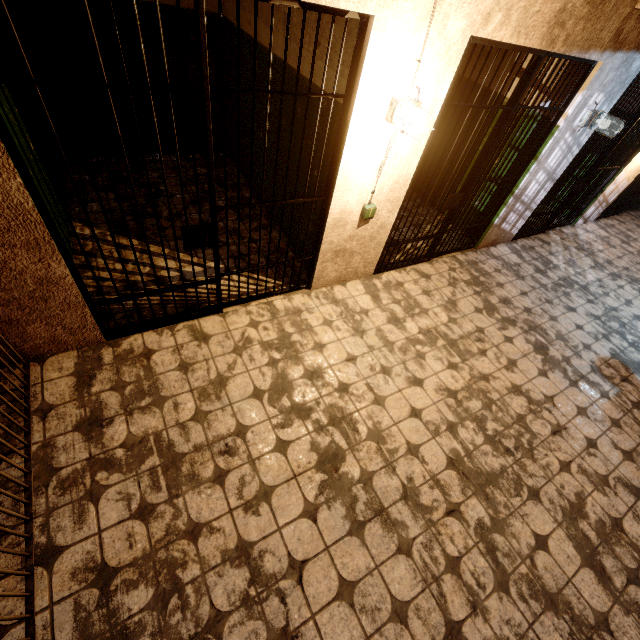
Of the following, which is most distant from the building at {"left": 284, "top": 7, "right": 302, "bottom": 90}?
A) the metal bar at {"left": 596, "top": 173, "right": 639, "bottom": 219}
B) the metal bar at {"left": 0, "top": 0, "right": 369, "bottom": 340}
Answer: the metal bar at {"left": 596, "top": 173, "right": 639, "bottom": 219}

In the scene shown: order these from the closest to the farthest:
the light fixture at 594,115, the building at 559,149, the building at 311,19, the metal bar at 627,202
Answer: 1. the building at 559,149
2. the building at 311,19
3. the light fixture at 594,115
4. the metal bar at 627,202

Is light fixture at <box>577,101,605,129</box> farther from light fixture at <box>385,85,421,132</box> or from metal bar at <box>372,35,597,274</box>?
light fixture at <box>385,85,421,132</box>

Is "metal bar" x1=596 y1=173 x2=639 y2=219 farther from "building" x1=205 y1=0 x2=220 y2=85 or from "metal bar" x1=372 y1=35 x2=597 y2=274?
"building" x1=205 y1=0 x2=220 y2=85

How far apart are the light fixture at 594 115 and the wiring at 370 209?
2.99m

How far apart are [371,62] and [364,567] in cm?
342

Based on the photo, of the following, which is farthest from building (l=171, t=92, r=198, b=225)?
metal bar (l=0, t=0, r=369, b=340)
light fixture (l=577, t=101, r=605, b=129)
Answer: light fixture (l=577, t=101, r=605, b=129)

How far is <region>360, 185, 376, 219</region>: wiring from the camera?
3.12m
